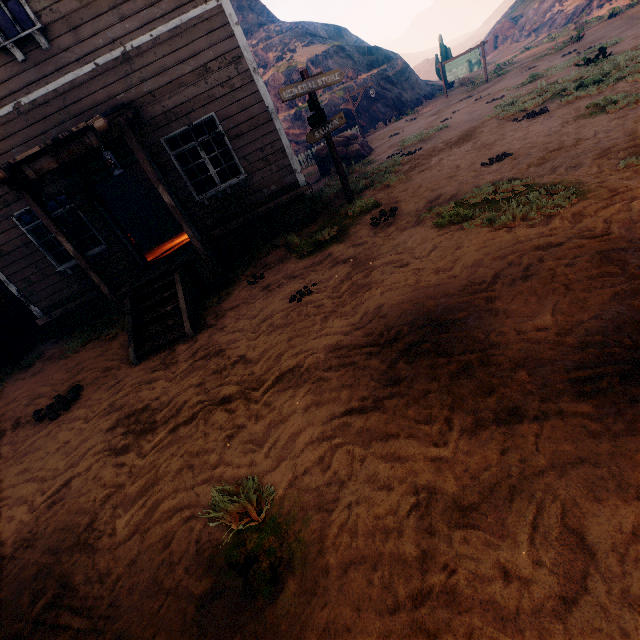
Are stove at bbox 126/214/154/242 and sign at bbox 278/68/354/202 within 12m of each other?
yes

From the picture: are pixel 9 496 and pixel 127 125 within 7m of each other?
yes

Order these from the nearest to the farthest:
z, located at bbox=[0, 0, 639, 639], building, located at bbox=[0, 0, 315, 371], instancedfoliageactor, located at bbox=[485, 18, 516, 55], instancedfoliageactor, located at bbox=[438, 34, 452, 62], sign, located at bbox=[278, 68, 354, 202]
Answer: z, located at bbox=[0, 0, 639, 639]
building, located at bbox=[0, 0, 315, 371]
sign, located at bbox=[278, 68, 354, 202]
instancedfoliageactor, located at bbox=[438, 34, 452, 62]
instancedfoliageactor, located at bbox=[485, 18, 516, 55]

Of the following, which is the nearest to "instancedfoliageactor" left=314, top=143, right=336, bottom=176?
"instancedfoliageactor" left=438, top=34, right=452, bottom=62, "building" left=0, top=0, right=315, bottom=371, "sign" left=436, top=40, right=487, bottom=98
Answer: "building" left=0, top=0, right=315, bottom=371

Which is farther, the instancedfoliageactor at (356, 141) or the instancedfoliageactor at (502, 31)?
the instancedfoliageactor at (502, 31)

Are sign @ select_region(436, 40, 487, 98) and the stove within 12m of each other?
no

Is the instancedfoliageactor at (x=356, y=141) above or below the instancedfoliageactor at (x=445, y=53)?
below

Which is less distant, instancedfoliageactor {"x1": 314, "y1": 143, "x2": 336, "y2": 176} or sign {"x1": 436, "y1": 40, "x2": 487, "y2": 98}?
instancedfoliageactor {"x1": 314, "y1": 143, "x2": 336, "y2": 176}
